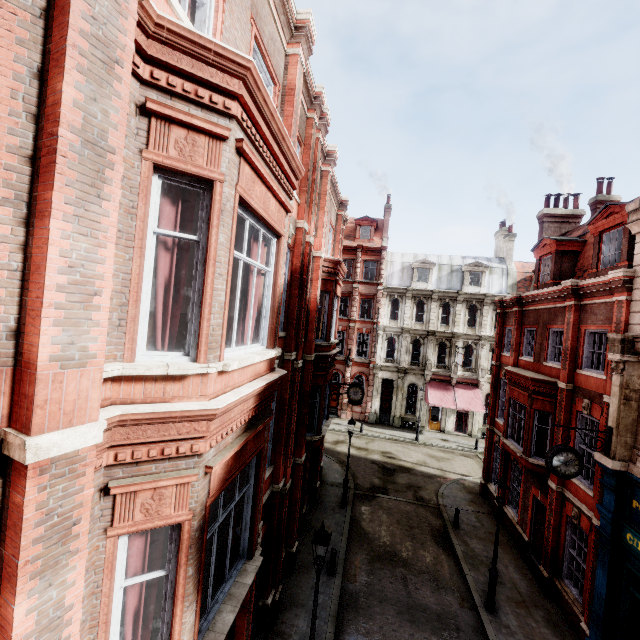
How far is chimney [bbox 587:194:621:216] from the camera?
18.75m

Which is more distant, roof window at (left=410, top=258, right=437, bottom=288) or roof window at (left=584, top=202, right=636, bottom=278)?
roof window at (left=410, top=258, right=437, bottom=288)

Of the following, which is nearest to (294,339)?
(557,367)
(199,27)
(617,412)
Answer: (199,27)

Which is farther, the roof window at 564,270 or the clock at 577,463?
the roof window at 564,270

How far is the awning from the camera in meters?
29.3

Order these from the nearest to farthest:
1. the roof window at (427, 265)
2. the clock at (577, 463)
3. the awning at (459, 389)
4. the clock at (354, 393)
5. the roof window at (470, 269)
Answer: the clock at (577, 463)
the clock at (354, 393)
the awning at (459, 389)
the roof window at (470, 269)
the roof window at (427, 265)

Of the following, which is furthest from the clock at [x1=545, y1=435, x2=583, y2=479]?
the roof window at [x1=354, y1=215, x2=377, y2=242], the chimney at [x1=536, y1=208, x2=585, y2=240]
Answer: the roof window at [x1=354, y1=215, x2=377, y2=242]

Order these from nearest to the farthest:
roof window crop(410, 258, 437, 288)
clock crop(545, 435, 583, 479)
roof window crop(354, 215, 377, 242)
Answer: clock crop(545, 435, 583, 479) → roof window crop(410, 258, 437, 288) → roof window crop(354, 215, 377, 242)
